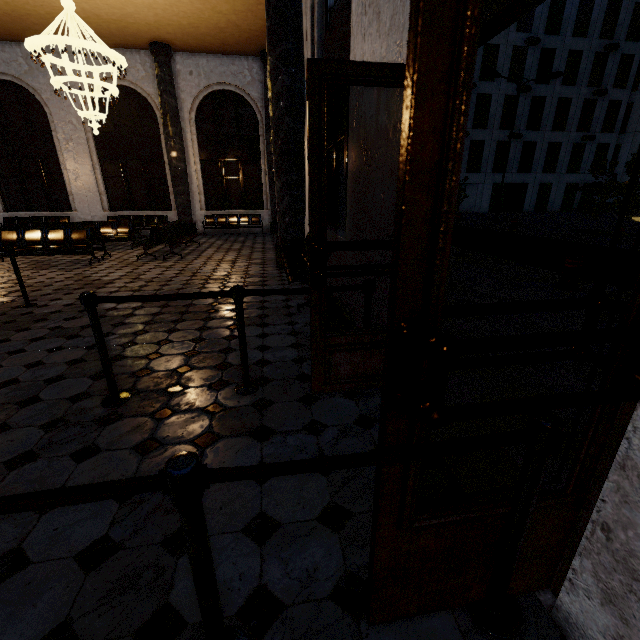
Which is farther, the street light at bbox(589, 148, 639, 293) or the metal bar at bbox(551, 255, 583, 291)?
the metal bar at bbox(551, 255, 583, 291)

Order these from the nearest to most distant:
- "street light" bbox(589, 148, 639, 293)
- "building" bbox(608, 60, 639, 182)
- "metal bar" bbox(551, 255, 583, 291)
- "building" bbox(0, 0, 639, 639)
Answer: "building" bbox(0, 0, 639, 639) → "street light" bbox(589, 148, 639, 293) → "metal bar" bbox(551, 255, 583, 291) → "building" bbox(608, 60, 639, 182)

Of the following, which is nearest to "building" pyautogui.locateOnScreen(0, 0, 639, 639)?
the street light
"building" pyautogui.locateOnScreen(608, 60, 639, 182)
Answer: the street light

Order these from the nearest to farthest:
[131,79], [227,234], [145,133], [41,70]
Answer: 1. [41,70]
2. [131,79]
3. [145,133]
4. [227,234]

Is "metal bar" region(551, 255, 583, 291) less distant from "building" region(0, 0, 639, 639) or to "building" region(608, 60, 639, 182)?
"building" region(0, 0, 639, 639)

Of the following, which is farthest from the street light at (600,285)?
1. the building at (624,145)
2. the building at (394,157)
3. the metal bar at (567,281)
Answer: the building at (624,145)

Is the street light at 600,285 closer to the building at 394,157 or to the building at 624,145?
the building at 394,157
